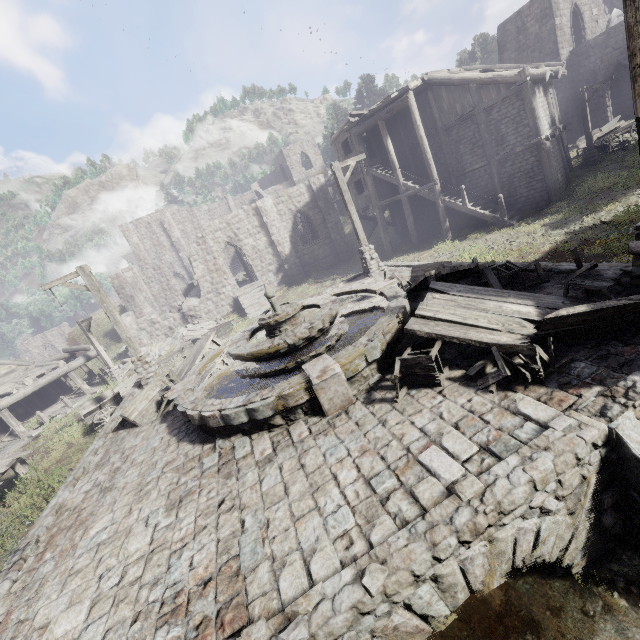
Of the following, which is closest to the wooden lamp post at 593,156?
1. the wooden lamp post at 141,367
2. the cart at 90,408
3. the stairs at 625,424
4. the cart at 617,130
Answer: the cart at 617,130

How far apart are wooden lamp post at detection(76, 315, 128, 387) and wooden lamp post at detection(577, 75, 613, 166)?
31.7m

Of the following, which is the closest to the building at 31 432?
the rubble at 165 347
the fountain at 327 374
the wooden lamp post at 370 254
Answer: the rubble at 165 347

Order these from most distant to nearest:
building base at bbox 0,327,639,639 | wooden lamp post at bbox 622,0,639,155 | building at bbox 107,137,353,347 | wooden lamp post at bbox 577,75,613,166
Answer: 1. building at bbox 107,137,353,347
2. wooden lamp post at bbox 577,75,613,166
3. wooden lamp post at bbox 622,0,639,155
4. building base at bbox 0,327,639,639

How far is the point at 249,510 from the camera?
4.3m

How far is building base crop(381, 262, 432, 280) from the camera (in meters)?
11.83

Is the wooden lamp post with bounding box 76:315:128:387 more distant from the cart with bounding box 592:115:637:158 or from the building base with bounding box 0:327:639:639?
the cart with bounding box 592:115:637:158

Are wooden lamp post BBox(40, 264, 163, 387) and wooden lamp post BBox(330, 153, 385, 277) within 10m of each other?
yes
